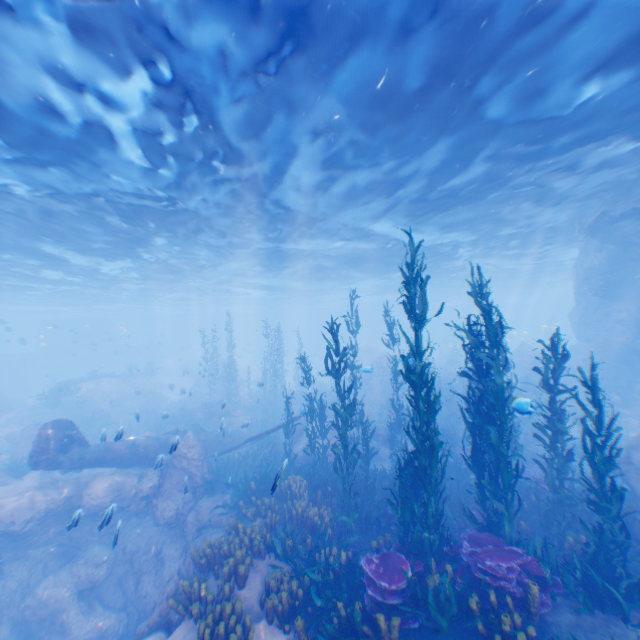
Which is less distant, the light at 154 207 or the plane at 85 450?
the light at 154 207

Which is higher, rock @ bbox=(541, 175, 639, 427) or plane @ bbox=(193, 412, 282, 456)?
rock @ bbox=(541, 175, 639, 427)

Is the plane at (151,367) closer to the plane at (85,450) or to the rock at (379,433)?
the rock at (379,433)

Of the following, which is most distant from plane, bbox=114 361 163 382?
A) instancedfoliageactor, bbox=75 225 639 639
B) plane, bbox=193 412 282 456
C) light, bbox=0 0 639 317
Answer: plane, bbox=193 412 282 456

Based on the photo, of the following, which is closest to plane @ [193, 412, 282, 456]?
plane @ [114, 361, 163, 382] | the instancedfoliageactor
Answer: the instancedfoliageactor

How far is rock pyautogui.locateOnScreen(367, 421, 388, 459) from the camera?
17.4 meters

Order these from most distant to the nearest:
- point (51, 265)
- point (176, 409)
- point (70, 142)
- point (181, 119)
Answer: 1. point (176, 409)
2. point (51, 265)
3. point (70, 142)
4. point (181, 119)

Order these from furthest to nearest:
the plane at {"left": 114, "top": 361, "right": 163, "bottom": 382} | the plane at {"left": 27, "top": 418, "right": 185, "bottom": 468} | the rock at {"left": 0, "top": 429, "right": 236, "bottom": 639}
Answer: the plane at {"left": 114, "top": 361, "right": 163, "bottom": 382} < the plane at {"left": 27, "top": 418, "right": 185, "bottom": 468} < the rock at {"left": 0, "top": 429, "right": 236, "bottom": 639}
